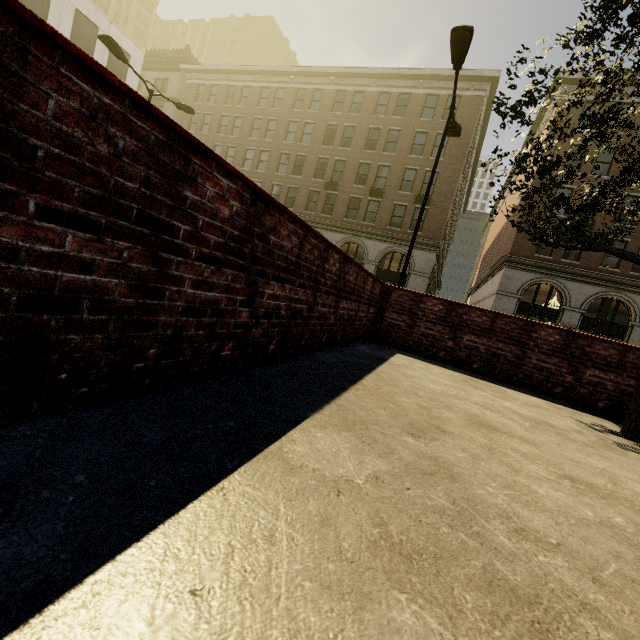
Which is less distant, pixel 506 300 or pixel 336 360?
pixel 336 360

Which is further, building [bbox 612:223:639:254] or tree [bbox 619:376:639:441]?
building [bbox 612:223:639:254]

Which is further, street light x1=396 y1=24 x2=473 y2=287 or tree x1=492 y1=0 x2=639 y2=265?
street light x1=396 y1=24 x2=473 y2=287

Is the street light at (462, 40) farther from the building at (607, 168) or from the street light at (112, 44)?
the building at (607, 168)

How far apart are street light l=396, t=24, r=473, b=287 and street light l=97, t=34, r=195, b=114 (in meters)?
12.62

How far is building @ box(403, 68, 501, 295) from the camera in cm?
2478

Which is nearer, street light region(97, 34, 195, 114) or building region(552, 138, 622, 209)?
street light region(97, 34, 195, 114)

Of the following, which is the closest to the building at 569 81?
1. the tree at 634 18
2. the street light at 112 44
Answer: the tree at 634 18
